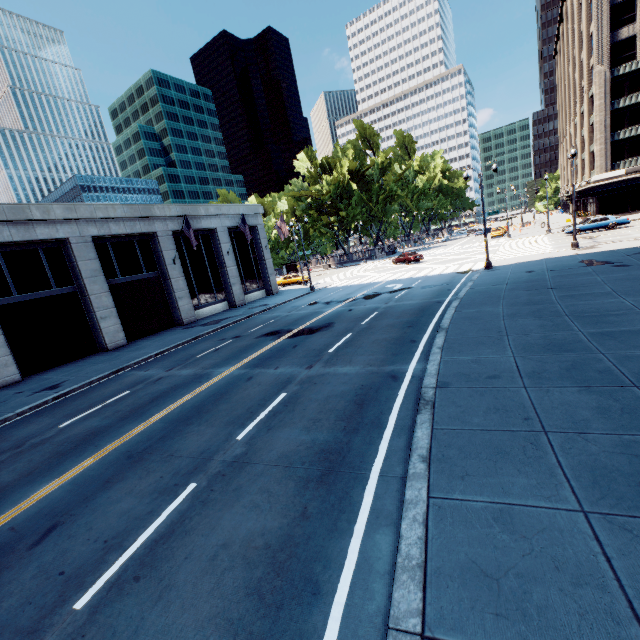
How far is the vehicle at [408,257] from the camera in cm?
3941

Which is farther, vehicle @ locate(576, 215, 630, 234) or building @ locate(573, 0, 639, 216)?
building @ locate(573, 0, 639, 216)

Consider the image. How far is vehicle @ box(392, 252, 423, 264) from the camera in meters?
39.4

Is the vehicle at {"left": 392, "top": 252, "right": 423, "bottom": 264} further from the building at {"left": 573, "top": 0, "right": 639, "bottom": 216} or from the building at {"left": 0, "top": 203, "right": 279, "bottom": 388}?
the building at {"left": 573, "top": 0, "right": 639, "bottom": 216}

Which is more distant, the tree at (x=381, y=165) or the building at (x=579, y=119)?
the tree at (x=381, y=165)

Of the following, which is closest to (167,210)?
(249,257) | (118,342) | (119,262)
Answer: (119,262)

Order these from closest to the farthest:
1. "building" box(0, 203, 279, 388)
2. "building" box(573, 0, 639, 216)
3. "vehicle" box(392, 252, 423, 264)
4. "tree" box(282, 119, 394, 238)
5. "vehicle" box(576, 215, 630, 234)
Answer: "building" box(0, 203, 279, 388) < "vehicle" box(576, 215, 630, 234) < "vehicle" box(392, 252, 423, 264) < "building" box(573, 0, 639, 216) < "tree" box(282, 119, 394, 238)

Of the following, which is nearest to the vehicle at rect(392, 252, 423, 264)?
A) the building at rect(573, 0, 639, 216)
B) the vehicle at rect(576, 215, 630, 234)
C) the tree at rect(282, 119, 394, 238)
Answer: the vehicle at rect(576, 215, 630, 234)
